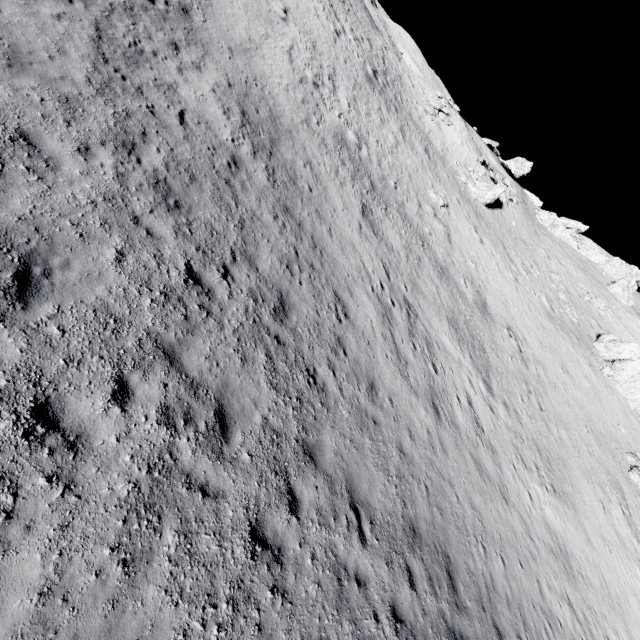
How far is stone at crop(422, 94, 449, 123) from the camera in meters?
34.7 m

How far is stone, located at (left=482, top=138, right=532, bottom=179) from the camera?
47.47m

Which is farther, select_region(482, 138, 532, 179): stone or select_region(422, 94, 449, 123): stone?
select_region(482, 138, 532, 179): stone

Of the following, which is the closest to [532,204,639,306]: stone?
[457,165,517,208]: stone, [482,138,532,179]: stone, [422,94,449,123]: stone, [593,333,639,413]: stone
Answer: [482,138,532,179]: stone

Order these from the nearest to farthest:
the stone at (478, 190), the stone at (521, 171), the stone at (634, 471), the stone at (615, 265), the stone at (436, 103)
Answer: the stone at (634, 471)
the stone at (478, 190)
the stone at (436, 103)
the stone at (615, 265)
the stone at (521, 171)

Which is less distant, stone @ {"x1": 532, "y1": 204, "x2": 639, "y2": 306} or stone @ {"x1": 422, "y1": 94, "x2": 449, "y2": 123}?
stone @ {"x1": 422, "y1": 94, "x2": 449, "y2": 123}

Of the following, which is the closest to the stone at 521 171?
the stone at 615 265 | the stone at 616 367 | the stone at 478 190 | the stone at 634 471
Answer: the stone at 615 265

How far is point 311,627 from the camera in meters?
5.9
